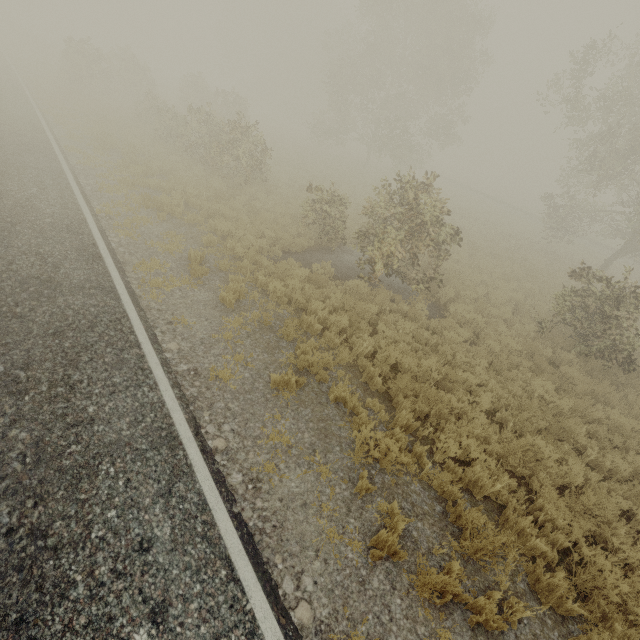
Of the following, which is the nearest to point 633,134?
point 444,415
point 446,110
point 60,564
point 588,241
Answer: point 446,110
